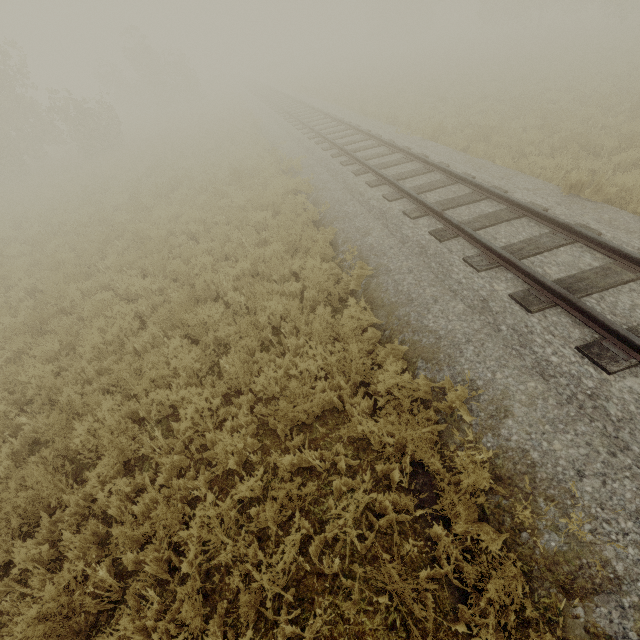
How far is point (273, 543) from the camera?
3.6m

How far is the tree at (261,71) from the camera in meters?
49.5 m

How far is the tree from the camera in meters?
49.5 m
